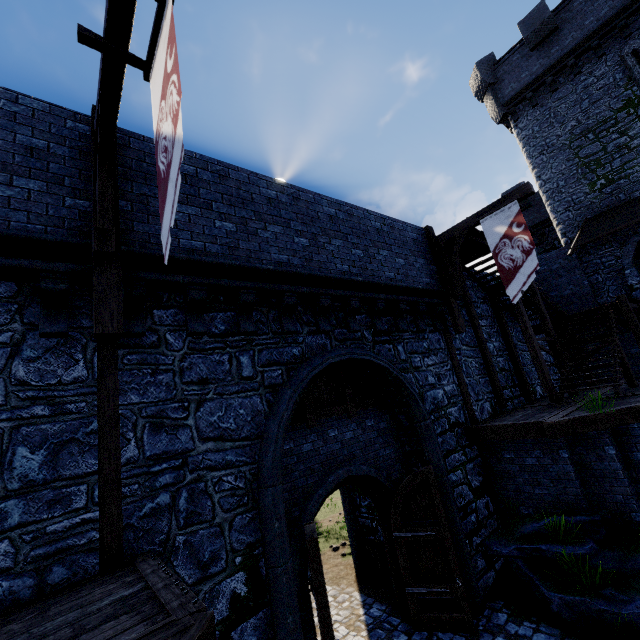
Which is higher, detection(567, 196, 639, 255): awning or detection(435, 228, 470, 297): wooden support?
detection(567, 196, 639, 255): awning

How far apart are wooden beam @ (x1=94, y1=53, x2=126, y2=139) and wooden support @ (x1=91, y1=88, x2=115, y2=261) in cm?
0

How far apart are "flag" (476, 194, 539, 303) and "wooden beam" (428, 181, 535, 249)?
0.0 meters

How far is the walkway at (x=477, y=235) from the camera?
10.89m

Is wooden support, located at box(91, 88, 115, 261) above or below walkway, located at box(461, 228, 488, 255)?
below

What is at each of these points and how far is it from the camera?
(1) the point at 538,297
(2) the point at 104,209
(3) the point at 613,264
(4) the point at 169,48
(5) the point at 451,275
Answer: (1) stairs, 12.70m
(2) wooden support, 4.53m
(3) building tower, 15.33m
(4) flag, 3.40m
(5) wooden support, 10.80m

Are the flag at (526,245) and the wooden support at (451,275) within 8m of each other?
yes

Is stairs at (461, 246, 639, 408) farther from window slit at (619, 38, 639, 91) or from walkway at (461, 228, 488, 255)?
window slit at (619, 38, 639, 91)
